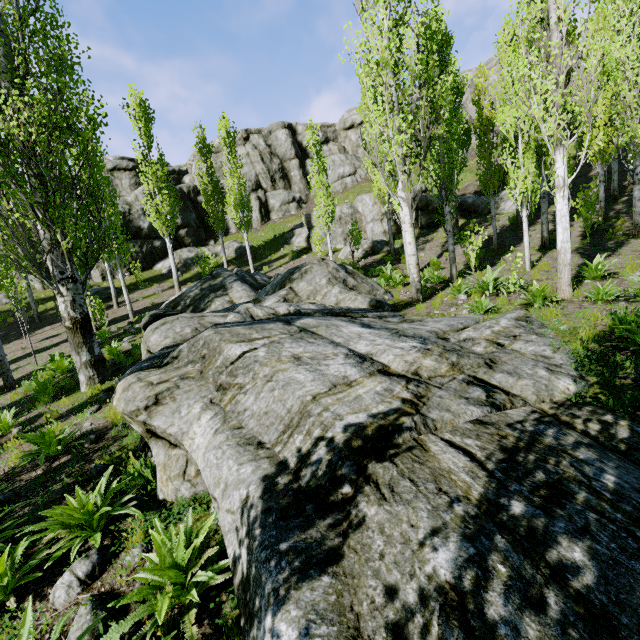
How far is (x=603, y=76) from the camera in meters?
16.2

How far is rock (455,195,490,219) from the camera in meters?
22.5

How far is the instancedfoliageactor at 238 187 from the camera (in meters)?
20.80

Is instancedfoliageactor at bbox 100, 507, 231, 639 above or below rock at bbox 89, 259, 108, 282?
below

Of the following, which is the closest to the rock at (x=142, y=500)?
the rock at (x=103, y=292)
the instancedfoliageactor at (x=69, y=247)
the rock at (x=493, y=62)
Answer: the instancedfoliageactor at (x=69, y=247)

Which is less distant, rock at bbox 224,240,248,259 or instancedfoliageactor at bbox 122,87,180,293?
instancedfoliageactor at bbox 122,87,180,293

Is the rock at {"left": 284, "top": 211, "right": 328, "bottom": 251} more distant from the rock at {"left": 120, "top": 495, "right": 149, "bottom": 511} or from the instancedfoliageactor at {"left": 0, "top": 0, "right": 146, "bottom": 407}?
the rock at {"left": 120, "top": 495, "right": 149, "bottom": 511}

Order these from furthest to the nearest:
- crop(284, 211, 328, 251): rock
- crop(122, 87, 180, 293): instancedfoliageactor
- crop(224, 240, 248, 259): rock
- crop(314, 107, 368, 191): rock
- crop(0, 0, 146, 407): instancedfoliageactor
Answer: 1. crop(314, 107, 368, 191): rock
2. crop(224, 240, 248, 259): rock
3. crop(284, 211, 328, 251): rock
4. crop(122, 87, 180, 293): instancedfoliageactor
5. crop(0, 0, 146, 407): instancedfoliageactor
